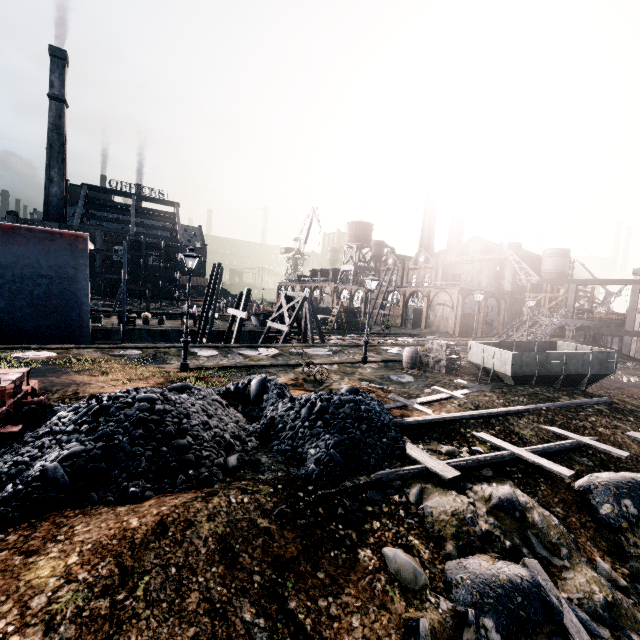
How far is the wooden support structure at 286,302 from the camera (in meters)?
29.92

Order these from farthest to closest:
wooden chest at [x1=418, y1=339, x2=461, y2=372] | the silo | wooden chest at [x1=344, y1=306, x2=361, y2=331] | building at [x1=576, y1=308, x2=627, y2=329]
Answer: the silo < wooden chest at [x1=344, y1=306, x2=361, y2=331] < building at [x1=576, y1=308, x2=627, y2=329] < wooden chest at [x1=418, y1=339, x2=461, y2=372]

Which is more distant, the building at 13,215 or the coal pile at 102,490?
the building at 13,215

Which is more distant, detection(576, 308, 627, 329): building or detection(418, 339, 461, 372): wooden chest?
detection(576, 308, 627, 329): building

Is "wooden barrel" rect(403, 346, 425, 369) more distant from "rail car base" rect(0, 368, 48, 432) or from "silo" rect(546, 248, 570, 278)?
"silo" rect(546, 248, 570, 278)

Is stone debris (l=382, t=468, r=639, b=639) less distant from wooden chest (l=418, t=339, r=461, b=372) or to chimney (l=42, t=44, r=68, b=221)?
wooden chest (l=418, t=339, r=461, b=372)

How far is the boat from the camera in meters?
40.2 m

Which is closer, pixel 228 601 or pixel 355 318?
pixel 228 601
